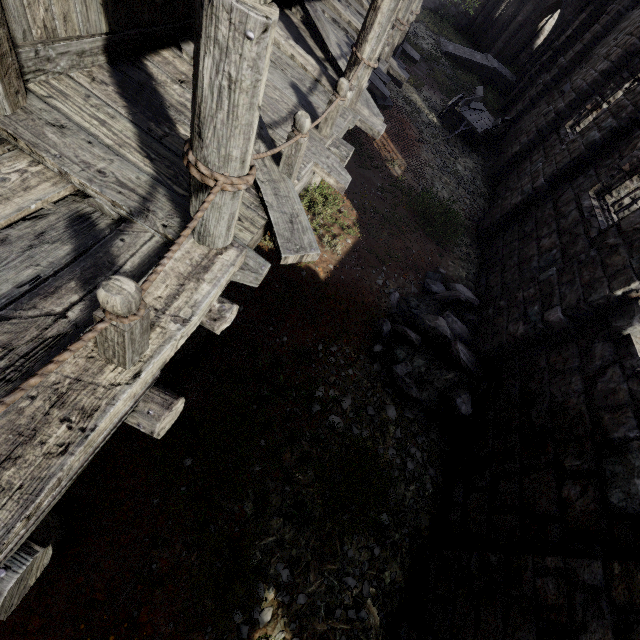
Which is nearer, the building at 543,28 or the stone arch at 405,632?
the stone arch at 405,632

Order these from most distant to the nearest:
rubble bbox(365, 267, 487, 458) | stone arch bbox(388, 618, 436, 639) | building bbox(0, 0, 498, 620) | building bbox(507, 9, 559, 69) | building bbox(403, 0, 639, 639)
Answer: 1. building bbox(507, 9, 559, 69)
2. rubble bbox(365, 267, 487, 458)
3. stone arch bbox(388, 618, 436, 639)
4. building bbox(403, 0, 639, 639)
5. building bbox(0, 0, 498, 620)

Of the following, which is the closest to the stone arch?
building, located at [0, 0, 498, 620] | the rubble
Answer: building, located at [0, 0, 498, 620]

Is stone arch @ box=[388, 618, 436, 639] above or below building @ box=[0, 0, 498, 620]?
below

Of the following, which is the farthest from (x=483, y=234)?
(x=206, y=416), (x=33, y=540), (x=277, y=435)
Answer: (x=33, y=540)

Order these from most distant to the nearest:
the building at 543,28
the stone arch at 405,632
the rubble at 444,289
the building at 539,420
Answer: the building at 543,28, the rubble at 444,289, the stone arch at 405,632, the building at 539,420
